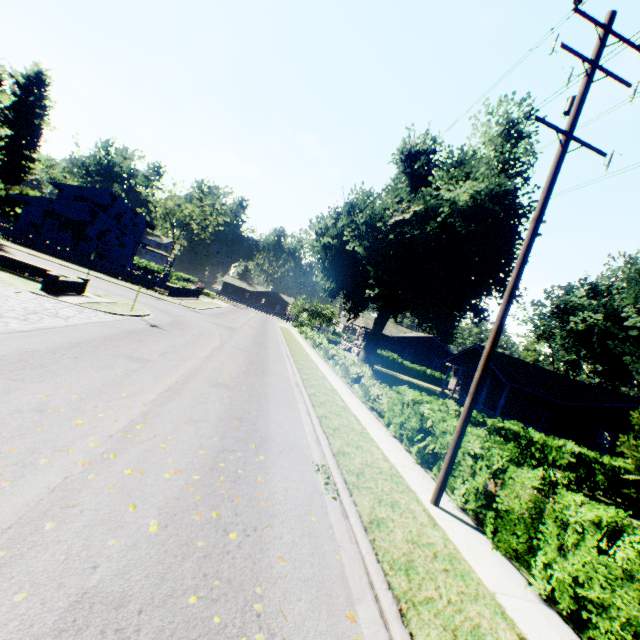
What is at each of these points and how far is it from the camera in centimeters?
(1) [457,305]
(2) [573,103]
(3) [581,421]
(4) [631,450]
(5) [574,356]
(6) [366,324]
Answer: (1) plant, 2828cm
(2) power line pole, 739cm
(3) house, 2233cm
(4) tree, 1376cm
(5) plant, 3894cm
(6) house, 4728cm

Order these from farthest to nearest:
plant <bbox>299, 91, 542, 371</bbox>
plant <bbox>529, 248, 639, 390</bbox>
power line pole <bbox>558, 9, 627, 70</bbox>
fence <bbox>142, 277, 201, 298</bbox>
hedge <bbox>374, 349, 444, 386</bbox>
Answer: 1. hedge <bbox>374, 349, 444, 386</bbox>
2. fence <bbox>142, 277, 201, 298</bbox>
3. plant <bbox>529, 248, 639, 390</bbox>
4. plant <bbox>299, 91, 542, 371</bbox>
5. power line pole <bbox>558, 9, 627, 70</bbox>

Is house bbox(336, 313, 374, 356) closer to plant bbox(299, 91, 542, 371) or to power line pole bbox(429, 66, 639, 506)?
plant bbox(299, 91, 542, 371)

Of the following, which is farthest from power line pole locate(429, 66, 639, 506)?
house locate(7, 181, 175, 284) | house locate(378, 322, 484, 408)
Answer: house locate(7, 181, 175, 284)

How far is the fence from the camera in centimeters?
3234cm

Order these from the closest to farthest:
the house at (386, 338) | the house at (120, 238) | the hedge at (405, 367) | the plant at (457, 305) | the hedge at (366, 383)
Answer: the hedge at (366, 383)
the plant at (457, 305)
the house at (386, 338)
the house at (120, 238)
the hedge at (405, 367)

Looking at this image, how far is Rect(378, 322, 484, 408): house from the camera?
29.2 meters

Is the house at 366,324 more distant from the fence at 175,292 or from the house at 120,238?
the house at 120,238
